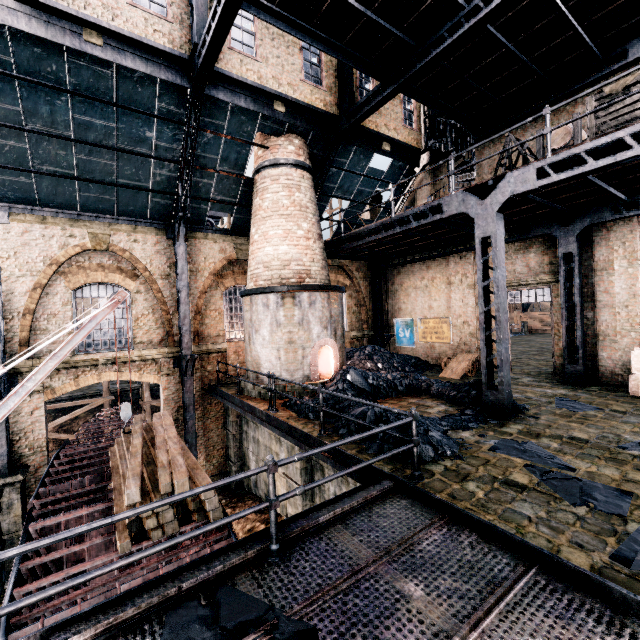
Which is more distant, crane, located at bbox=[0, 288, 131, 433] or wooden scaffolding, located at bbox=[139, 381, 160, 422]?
wooden scaffolding, located at bbox=[139, 381, 160, 422]

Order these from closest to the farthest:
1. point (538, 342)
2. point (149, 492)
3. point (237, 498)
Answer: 1. point (149, 492)
2. point (237, 498)
3. point (538, 342)

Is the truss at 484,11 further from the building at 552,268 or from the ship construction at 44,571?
the ship construction at 44,571

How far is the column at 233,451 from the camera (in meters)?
15.14

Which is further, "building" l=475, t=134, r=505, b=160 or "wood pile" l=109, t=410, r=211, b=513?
"building" l=475, t=134, r=505, b=160

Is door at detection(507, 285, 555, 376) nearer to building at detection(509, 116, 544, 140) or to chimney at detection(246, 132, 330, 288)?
building at detection(509, 116, 544, 140)

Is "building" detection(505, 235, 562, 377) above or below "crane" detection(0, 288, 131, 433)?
above

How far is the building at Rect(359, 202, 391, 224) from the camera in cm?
1913
